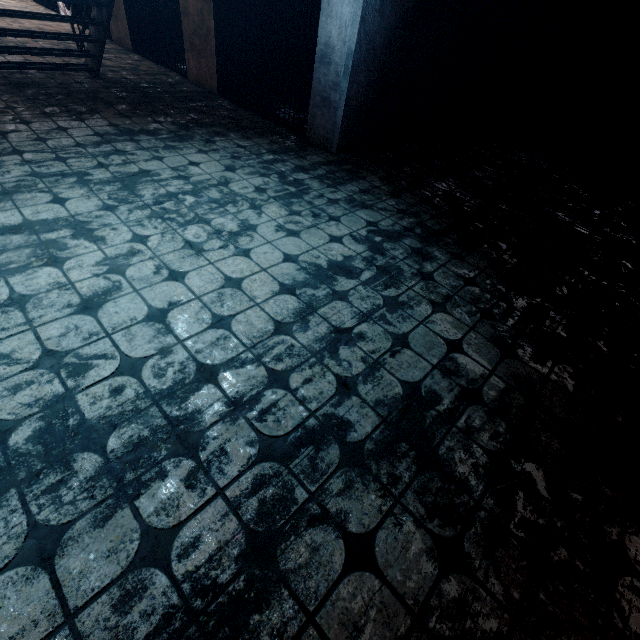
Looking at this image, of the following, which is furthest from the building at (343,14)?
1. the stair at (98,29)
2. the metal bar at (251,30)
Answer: the stair at (98,29)

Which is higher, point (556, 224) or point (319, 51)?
point (319, 51)

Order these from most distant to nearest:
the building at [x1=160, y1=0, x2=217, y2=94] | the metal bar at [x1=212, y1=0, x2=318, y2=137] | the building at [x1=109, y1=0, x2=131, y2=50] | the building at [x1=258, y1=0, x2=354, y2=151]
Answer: the building at [x1=109, y1=0, x2=131, y2=50] < the building at [x1=160, y1=0, x2=217, y2=94] < the metal bar at [x1=212, y1=0, x2=318, y2=137] < the building at [x1=258, y1=0, x2=354, y2=151]

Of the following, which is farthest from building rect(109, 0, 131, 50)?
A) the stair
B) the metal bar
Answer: the stair

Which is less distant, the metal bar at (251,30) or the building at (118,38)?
the metal bar at (251,30)

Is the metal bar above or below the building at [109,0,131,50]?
above

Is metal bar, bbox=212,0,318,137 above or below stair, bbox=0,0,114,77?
above

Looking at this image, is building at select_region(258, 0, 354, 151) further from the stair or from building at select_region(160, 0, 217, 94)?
the stair
